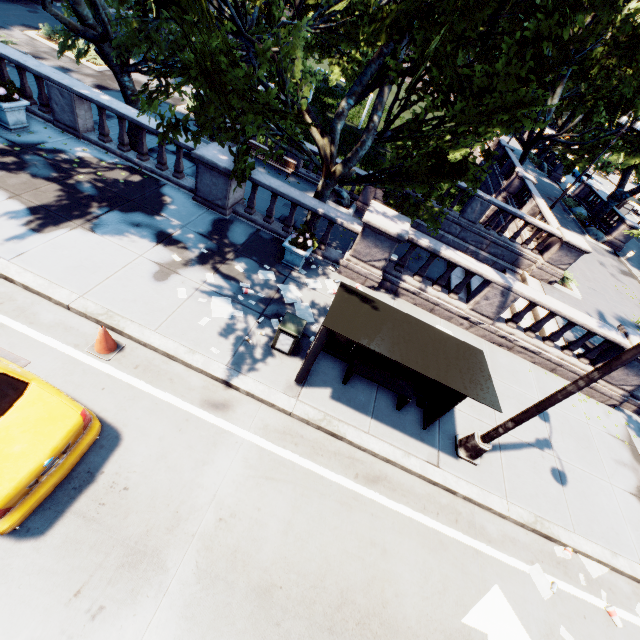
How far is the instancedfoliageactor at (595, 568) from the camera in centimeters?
694cm

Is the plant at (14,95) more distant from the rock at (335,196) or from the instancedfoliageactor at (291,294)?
the rock at (335,196)

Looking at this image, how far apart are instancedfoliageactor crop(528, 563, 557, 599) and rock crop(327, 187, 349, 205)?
16.5m

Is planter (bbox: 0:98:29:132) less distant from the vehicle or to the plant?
the plant

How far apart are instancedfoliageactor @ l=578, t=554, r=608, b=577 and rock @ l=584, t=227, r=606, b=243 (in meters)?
28.26

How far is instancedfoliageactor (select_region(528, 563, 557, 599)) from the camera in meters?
6.3 m

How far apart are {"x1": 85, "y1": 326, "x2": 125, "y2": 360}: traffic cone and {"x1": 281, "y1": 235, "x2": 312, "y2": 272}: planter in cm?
490

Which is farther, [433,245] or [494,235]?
[494,235]
